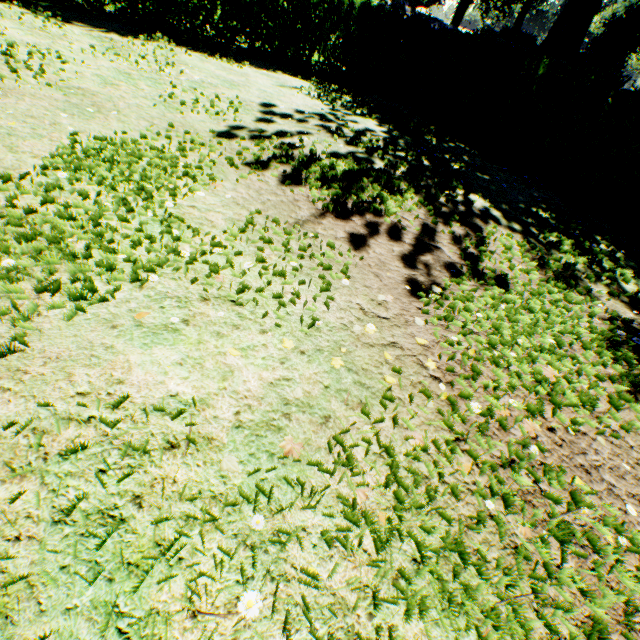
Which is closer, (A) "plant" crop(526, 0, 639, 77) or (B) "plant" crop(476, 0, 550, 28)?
(A) "plant" crop(526, 0, 639, 77)

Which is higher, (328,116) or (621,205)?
(621,205)

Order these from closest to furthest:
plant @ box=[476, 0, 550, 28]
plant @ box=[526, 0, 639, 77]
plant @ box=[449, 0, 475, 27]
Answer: A: plant @ box=[526, 0, 639, 77], plant @ box=[476, 0, 550, 28], plant @ box=[449, 0, 475, 27]

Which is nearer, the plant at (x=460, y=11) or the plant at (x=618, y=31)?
the plant at (x=618, y=31)

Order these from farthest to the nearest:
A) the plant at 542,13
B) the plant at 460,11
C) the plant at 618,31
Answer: the plant at 460,11 → the plant at 542,13 → the plant at 618,31
